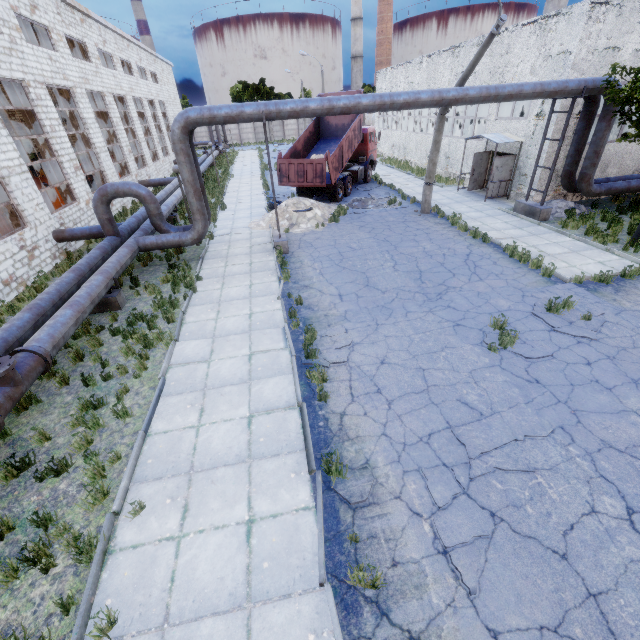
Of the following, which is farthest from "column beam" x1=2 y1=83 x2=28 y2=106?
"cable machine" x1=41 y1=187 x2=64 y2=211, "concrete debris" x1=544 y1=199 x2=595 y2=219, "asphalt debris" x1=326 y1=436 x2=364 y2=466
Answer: "concrete debris" x1=544 y1=199 x2=595 y2=219

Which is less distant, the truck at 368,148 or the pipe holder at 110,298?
the pipe holder at 110,298

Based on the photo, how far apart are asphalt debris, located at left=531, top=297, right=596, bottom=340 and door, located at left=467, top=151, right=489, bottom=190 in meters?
13.6 m

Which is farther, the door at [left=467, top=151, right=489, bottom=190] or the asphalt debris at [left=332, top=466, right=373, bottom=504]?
the door at [left=467, top=151, right=489, bottom=190]

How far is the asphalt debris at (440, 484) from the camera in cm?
483

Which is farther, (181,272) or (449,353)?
(181,272)

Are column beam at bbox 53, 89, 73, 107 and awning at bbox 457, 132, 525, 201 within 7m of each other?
no

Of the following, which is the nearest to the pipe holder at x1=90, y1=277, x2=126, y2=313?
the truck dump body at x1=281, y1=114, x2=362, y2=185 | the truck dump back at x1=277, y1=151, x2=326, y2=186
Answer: the truck dump back at x1=277, y1=151, x2=326, y2=186
